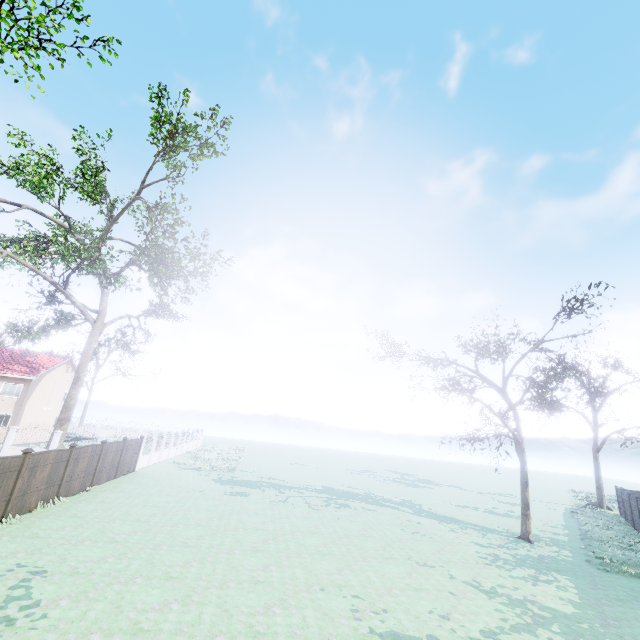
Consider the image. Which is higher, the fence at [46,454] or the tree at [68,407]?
the tree at [68,407]

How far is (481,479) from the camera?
50.81m

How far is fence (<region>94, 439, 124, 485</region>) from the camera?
19.02m

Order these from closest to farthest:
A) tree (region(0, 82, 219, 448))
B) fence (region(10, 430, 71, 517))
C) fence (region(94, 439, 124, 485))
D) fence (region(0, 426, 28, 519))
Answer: fence (region(0, 426, 28, 519)), fence (region(10, 430, 71, 517)), fence (region(94, 439, 124, 485)), tree (region(0, 82, 219, 448))

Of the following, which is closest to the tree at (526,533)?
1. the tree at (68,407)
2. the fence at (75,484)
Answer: the fence at (75,484)

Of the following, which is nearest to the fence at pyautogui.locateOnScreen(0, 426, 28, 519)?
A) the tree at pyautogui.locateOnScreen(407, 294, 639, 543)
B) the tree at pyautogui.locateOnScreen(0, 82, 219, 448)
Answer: the tree at pyautogui.locateOnScreen(0, 82, 219, 448)
